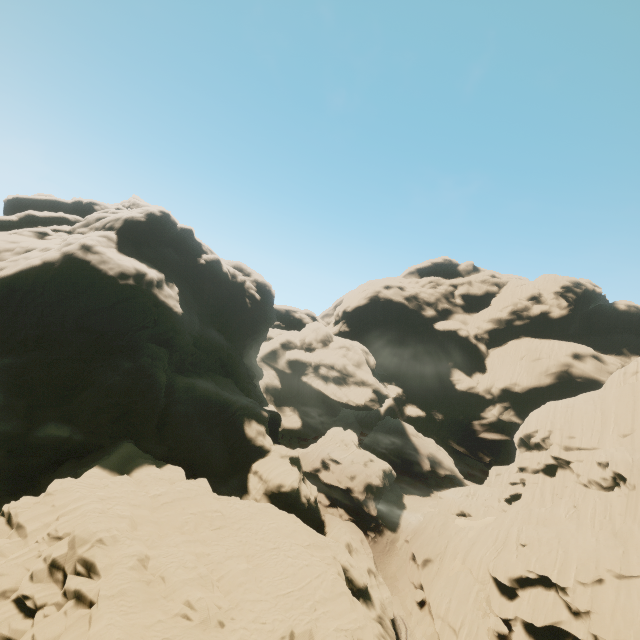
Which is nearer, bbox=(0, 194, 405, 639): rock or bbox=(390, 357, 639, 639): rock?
bbox=(0, 194, 405, 639): rock

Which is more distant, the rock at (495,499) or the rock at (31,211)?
the rock at (495,499)

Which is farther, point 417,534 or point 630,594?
point 417,534
